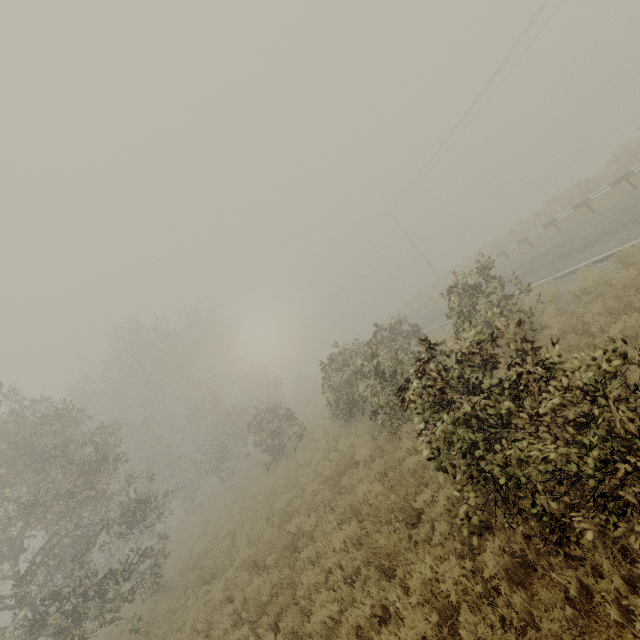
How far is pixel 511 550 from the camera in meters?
4.1
